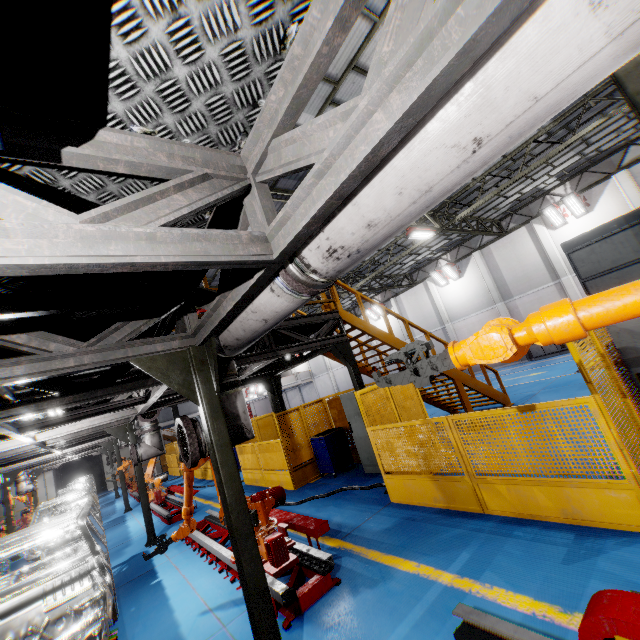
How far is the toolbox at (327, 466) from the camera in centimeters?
944cm

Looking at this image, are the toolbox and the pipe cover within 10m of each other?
yes

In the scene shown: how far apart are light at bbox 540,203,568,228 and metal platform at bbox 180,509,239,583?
20.21m

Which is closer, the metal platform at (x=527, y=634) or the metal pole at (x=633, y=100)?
the metal platform at (x=527, y=634)

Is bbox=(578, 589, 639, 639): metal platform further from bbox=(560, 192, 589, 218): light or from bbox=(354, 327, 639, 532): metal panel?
bbox=(560, 192, 589, 218): light

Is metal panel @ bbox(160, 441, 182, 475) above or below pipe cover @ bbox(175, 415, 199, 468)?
below

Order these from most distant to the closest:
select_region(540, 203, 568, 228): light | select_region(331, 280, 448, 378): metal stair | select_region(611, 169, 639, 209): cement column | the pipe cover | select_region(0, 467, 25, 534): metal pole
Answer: select_region(540, 203, 568, 228): light → select_region(611, 169, 639, 209): cement column → select_region(0, 467, 25, 534): metal pole → select_region(331, 280, 448, 378): metal stair → the pipe cover

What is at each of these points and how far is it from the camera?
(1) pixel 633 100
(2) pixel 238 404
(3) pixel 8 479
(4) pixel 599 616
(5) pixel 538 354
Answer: (1) metal pole, 5.1 meters
(2) vent pipe, 4.0 meters
(3) metal pole, 13.3 meters
(4) metal platform, 2.1 meters
(5) cabinet, 19.6 meters
